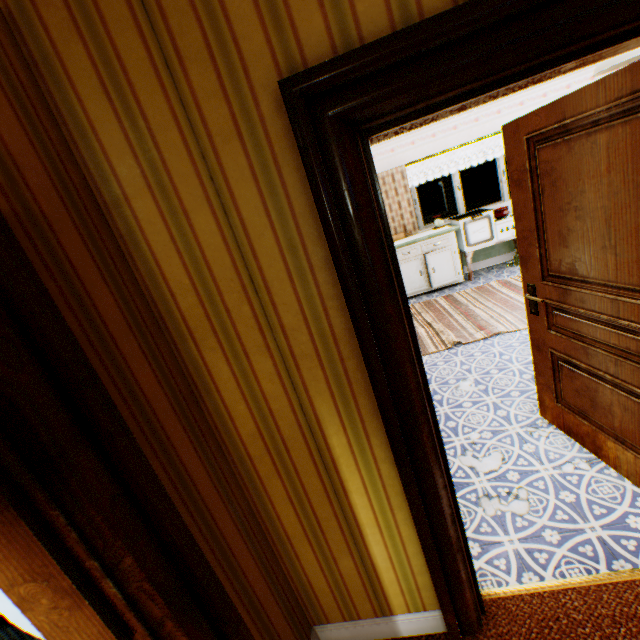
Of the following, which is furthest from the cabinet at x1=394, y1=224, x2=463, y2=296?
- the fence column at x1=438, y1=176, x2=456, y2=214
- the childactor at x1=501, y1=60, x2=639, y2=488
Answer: the fence column at x1=438, y1=176, x2=456, y2=214

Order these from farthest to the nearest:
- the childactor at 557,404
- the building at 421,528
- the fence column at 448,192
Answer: the fence column at 448,192, the childactor at 557,404, the building at 421,528

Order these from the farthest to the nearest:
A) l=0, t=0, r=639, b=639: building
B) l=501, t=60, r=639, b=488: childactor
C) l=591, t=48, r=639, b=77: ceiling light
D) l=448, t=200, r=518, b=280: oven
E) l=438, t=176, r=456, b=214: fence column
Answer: l=438, t=176, r=456, b=214: fence column
l=448, t=200, r=518, b=280: oven
l=591, t=48, r=639, b=77: ceiling light
l=501, t=60, r=639, b=488: childactor
l=0, t=0, r=639, b=639: building

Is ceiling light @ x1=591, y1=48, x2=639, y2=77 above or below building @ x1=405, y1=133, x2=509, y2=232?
above

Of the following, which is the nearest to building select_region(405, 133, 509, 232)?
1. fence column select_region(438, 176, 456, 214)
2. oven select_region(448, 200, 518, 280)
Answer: oven select_region(448, 200, 518, 280)

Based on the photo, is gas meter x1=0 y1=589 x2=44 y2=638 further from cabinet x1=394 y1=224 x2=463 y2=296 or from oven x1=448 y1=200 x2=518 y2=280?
oven x1=448 y1=200 x2=518 y2=280

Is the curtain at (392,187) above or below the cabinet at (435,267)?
above

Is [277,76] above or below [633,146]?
above
